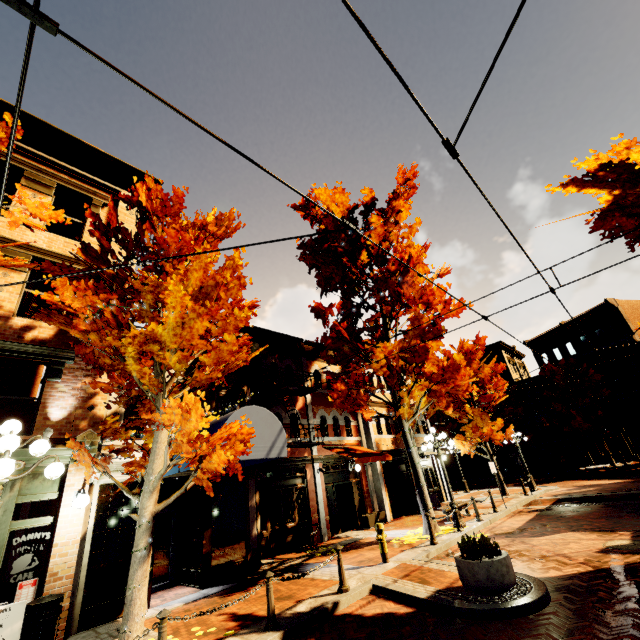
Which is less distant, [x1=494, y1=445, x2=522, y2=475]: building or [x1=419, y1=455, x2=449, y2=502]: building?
[x1=419, y1=455, x2=449, y2=502]: building

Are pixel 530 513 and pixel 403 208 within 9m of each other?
no

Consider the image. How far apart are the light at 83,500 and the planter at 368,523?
12.0 meters

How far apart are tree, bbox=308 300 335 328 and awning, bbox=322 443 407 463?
6.72m

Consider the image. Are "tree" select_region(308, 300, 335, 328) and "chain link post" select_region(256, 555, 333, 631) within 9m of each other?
no

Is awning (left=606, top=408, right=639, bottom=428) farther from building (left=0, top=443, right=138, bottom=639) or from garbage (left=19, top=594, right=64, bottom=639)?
garbage (left=19, top=594, right=64, bottom=639)

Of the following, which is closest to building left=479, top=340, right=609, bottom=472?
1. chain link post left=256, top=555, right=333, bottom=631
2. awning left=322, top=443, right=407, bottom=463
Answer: awning left=322, top=443, right=407, bottom=463

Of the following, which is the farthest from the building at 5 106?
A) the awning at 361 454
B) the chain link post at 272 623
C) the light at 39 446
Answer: the chain link post at 272 623
